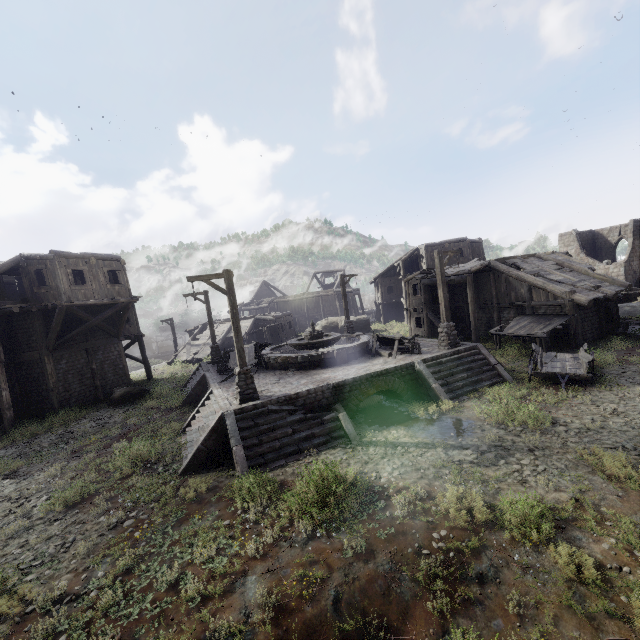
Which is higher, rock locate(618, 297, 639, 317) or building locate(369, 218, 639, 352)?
building locate(369, 218, 639, 352)

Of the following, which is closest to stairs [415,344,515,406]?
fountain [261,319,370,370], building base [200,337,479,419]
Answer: building base [200,337,479,419]

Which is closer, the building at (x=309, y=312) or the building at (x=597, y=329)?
the building at (x=597, y=329)

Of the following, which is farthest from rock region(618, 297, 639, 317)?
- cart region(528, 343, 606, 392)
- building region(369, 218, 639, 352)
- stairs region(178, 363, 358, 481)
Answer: stairs region(178, 363, 358, 481)

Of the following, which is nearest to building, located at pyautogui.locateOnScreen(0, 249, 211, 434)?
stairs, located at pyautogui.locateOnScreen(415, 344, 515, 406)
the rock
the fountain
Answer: the rock

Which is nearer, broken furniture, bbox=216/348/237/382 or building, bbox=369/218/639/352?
broken furniture, bbox=216/348/237/382

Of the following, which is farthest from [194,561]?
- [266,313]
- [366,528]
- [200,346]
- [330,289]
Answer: [330,289]

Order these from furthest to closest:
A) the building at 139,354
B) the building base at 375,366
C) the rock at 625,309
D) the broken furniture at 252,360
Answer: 1. the rock at 625,309
2. the building at 139,354
3. the broken furniture at 252,360
4. the building base at 375,366
